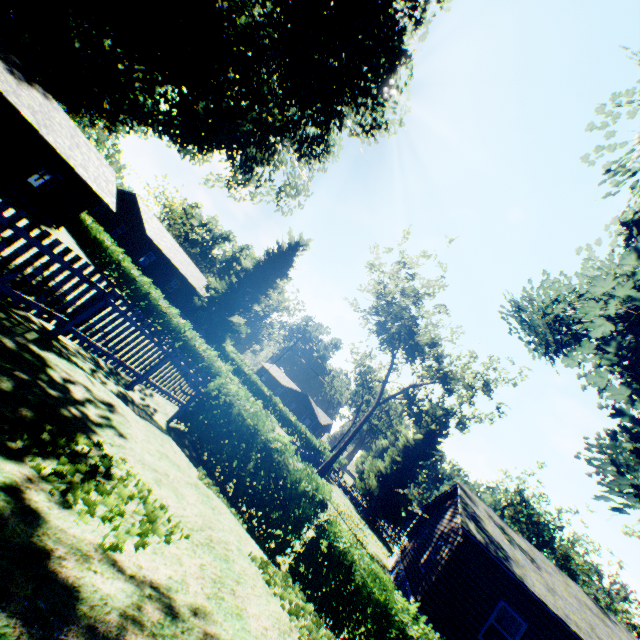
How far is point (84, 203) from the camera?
21.4m

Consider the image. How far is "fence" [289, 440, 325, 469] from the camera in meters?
23.2

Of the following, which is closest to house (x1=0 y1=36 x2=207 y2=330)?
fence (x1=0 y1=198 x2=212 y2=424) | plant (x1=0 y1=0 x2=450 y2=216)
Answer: plant (x1=0 y1=0 x2=450 y2=216)

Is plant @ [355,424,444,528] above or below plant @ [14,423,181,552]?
above

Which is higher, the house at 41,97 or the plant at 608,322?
the plant at 608,322

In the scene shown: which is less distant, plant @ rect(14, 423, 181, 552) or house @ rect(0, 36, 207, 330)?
plant @ rect(14, 423, 181, 552)

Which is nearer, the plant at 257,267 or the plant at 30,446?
the plant at 30,446

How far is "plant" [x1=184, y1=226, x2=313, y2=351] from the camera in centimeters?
3981cm
